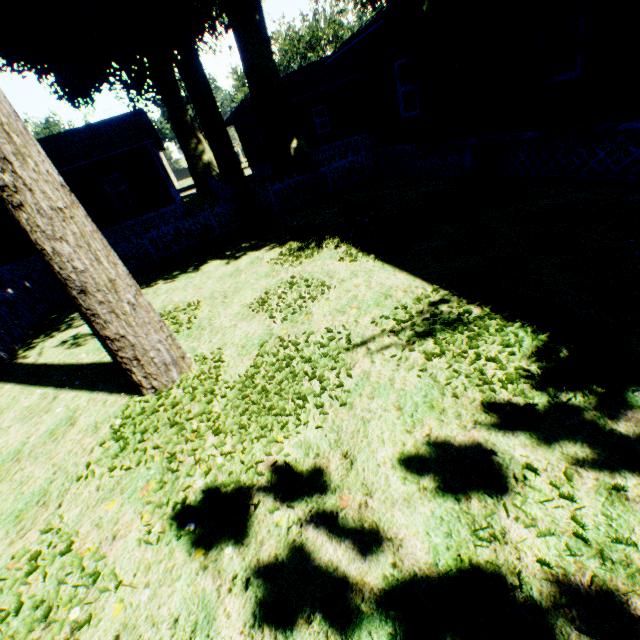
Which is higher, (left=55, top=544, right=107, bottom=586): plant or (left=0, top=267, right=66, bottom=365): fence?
(left=0, top=267, right=66, bottom=365): fence

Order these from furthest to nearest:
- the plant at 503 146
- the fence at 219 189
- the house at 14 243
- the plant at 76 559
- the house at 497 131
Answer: the house at 14 243 < the fence at 219 189 < the plant at 503 146 < the house at 497 131 < the plant at 76 559

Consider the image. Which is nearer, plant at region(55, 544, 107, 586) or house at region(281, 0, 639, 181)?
plant at region(55, 544, 107, 586)

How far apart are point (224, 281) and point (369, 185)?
7.8 meters

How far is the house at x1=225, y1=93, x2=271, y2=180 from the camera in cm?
2516

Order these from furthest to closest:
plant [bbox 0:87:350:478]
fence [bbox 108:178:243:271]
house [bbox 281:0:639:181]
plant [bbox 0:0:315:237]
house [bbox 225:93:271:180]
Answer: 1. house [bbox 225:93:271:180]
2. fence [bbox 108:178:243:271]
3. plant [bbox 0:0:315:237]
4. house [bbox 281:0:639:181]
5. plant [bbox 0:87:350:478]

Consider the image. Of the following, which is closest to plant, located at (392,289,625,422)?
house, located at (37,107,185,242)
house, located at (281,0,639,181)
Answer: house, located at (281,0,639,181)

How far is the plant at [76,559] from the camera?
2.8m
